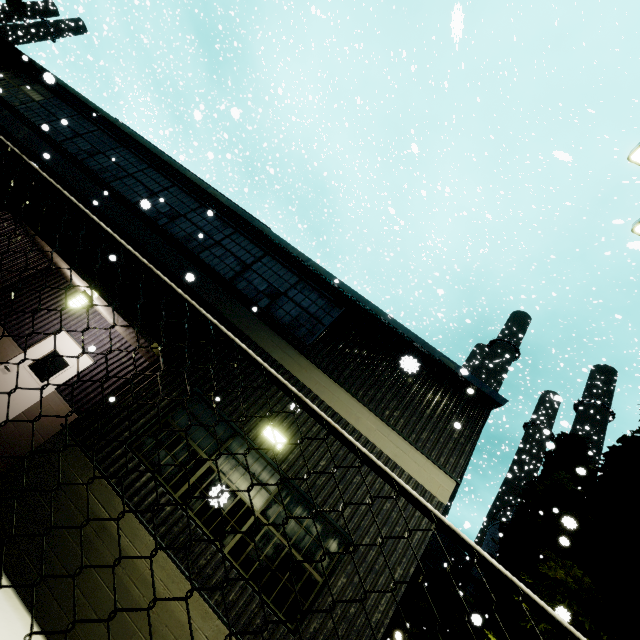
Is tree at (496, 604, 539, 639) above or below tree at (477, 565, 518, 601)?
below

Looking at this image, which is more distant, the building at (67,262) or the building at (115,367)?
the building at (115,367)

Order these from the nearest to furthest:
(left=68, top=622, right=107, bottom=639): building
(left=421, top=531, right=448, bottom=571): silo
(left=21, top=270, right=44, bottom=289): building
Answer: (left=68, top=622, right=107, bottom=639): building → (left=21, top=270, right=44, bottom=289): building → (left=421, top=531, right=448, bottom=571): silo

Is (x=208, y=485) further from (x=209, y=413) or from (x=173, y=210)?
(x=173, y=210)

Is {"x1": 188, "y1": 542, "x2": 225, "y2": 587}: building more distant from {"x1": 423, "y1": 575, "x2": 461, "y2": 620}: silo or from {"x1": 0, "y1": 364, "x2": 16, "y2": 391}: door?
{"x1": 423, "y1": 575, "x2": 461, "y2": 620}: silo

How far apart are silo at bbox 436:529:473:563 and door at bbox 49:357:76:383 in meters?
31.8 m

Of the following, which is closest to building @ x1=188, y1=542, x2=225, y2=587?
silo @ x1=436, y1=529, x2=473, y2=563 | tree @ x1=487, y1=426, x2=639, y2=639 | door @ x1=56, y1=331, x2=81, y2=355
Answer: door @ x1=56, y1=331, x2=81, y2=355

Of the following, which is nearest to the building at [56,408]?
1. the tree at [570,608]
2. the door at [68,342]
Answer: the door at [68,342]
